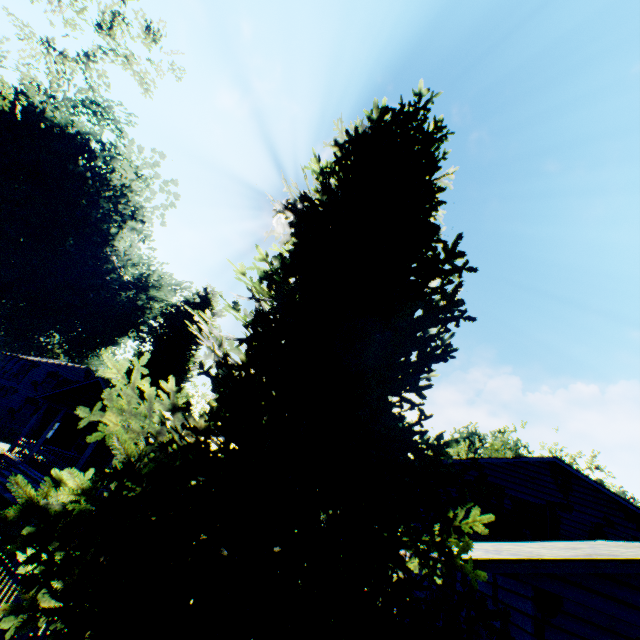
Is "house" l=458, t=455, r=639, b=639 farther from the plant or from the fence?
the fence

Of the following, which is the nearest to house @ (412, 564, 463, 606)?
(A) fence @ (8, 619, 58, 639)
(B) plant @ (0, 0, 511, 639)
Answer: (B) plant @ (0, 0, 511, 639)

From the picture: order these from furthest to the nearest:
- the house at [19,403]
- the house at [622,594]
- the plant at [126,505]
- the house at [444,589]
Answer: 1. the house at [19,403]
2. the house at [444,589]
3. the house at [622,594]
4. the plant at [126,505]

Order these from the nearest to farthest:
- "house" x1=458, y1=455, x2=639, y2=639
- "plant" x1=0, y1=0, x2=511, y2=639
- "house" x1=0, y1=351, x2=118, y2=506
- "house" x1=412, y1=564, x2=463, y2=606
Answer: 1. "plant" x1=0, y1=0, x2=511, y2=639
2. "house" x1=458, y1=455, x2=639, y2=639
3. "house" x1=412, y1=564, x2=463, y2=606
4. "house" x1=0, y1=351, x2=118, y2=506

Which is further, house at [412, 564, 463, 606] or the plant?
house at [412, 564, 463, 606]

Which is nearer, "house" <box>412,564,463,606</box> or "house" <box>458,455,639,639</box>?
A: "house" <box>458,455,639,639</box>

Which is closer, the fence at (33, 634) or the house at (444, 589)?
the fence at (33, 634)

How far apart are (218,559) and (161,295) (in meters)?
29.27
